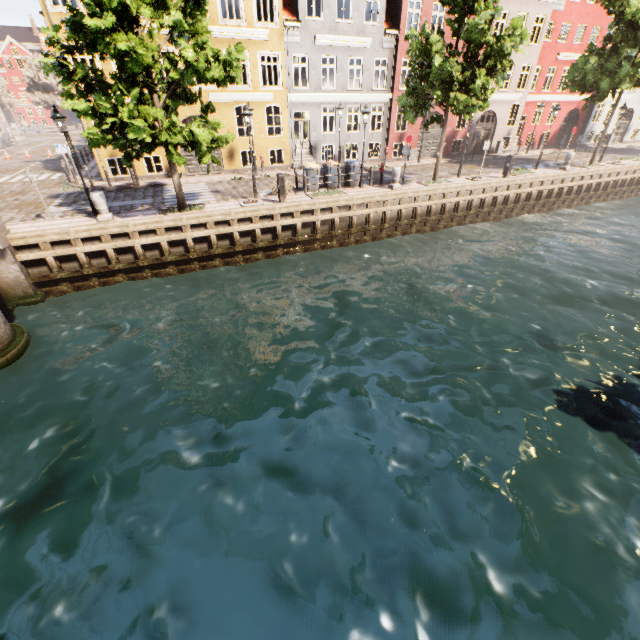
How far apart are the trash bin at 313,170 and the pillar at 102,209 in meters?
9.3 m

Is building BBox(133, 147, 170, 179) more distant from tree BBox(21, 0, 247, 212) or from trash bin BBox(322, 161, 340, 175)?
trash bin BBox(322, 161, 340, 175)

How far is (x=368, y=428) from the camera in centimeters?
754cm

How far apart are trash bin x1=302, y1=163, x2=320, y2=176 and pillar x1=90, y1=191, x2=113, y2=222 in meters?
9.3 m

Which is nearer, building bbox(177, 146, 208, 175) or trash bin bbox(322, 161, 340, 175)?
trash bin bbox(322, 161, 340, 175)

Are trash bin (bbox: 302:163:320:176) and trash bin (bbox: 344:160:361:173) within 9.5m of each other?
yes

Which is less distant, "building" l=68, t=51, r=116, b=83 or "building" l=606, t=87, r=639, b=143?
"building" l=68, t=51, r=116, b=83

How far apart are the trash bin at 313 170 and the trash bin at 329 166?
0.43m
